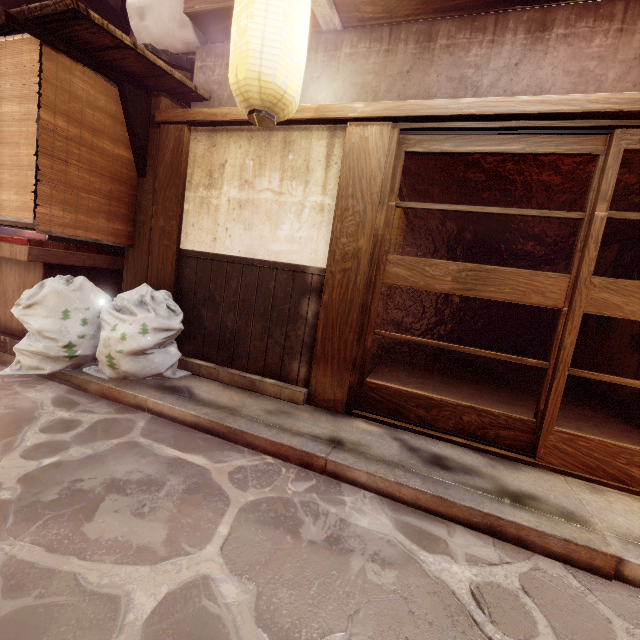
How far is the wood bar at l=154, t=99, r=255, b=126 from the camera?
6.2m

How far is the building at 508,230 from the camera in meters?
10.8

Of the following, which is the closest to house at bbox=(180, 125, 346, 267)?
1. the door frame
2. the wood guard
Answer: the door frame

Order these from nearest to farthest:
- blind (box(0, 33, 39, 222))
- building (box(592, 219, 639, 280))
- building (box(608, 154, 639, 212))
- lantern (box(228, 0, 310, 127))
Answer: lantern (box(228, 0, 310, 127)) < blind (box(0, 33, 39, 222)) < building (box(608, 154, 639, 212)) < building (box(592, 219, 639, 280))

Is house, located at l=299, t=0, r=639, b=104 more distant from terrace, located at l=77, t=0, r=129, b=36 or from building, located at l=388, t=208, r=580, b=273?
terrace, located at l=77, t=0, r=129, b=36

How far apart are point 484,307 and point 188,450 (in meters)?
17.74

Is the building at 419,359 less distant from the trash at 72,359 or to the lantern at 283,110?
the lantern at 283,110

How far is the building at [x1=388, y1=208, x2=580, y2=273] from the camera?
10.8m
